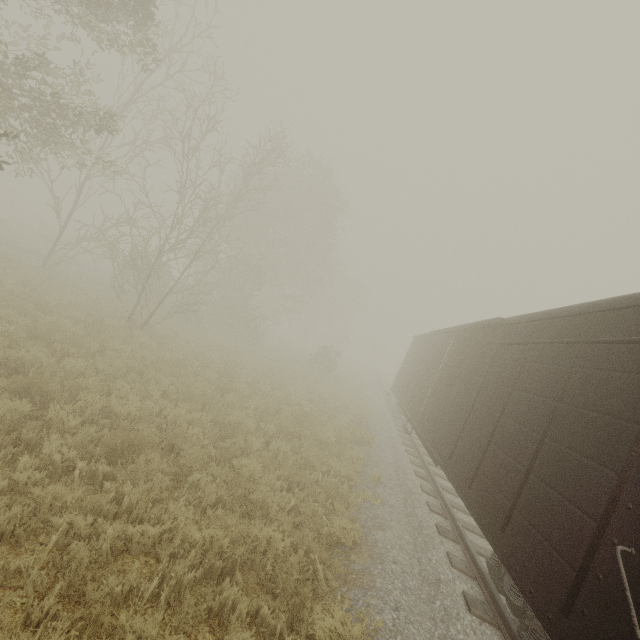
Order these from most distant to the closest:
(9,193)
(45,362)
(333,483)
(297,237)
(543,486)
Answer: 1. (9,193)
2. (297,237)
3. (333,483)
4. (45,362)
5. (543,486)
